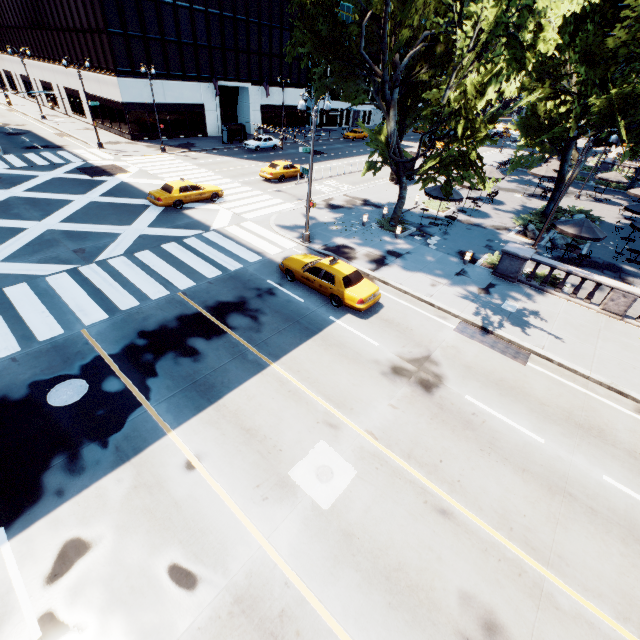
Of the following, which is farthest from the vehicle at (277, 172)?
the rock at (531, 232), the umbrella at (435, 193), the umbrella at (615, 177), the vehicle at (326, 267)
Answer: the umbrella at (615, 177)

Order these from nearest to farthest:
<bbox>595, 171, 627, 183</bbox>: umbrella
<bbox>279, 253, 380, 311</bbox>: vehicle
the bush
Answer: <bbox>279, 253, 380, 311</bbox>: vehicle, the bush, <bbox>595, 171, 627, 183</bbox>: umbrella

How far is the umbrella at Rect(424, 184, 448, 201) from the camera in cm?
2233

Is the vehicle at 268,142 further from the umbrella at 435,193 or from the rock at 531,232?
the rock at 531,232

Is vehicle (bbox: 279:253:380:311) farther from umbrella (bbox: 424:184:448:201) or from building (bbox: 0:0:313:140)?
building (bbox: 0:0:313:140)

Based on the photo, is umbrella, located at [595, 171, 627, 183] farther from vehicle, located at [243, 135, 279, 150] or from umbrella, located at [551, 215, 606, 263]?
vehicle, located at [243, 135, 279, 150]

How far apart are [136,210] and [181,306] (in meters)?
12.34

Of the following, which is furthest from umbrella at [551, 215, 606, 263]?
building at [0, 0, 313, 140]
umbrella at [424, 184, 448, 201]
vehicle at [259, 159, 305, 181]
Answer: building at [0, 0, 313, 140]
